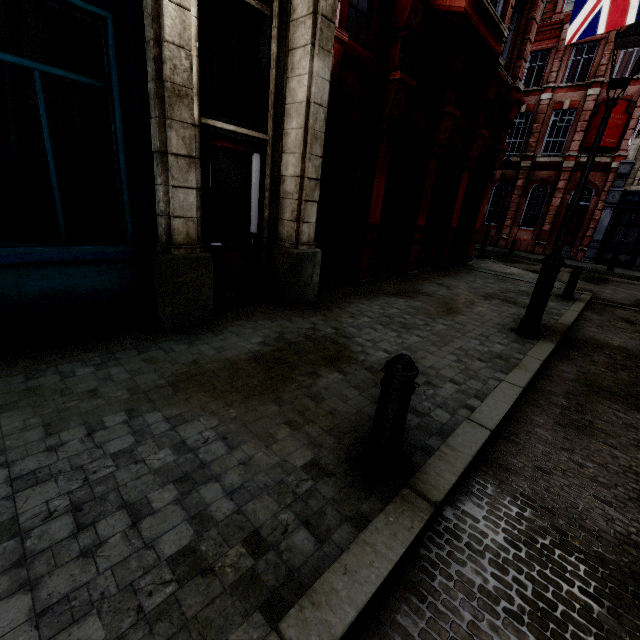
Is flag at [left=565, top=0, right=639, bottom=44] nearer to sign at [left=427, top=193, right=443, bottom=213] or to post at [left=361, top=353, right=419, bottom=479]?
sign at [left=427, top=193, right=443, bottom=213]

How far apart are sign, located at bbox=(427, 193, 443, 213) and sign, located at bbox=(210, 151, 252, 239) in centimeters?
652cm

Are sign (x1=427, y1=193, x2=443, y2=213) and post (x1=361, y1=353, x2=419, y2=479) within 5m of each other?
no

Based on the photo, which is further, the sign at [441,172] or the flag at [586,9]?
the sign at [441,172]

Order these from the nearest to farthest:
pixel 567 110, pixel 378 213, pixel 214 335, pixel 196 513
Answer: pixel 196 513, pixel 214 335, pixel 378 213, pixel 567 110

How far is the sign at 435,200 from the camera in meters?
10.4 m

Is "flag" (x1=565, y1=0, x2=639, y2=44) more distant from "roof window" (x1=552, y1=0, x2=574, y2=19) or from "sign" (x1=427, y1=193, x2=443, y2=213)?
"roof window" (x1=552, y1=0, x2=574, y2=19)

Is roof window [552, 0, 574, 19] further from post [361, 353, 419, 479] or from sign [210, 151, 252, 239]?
post [361, 353, 419, 479]
